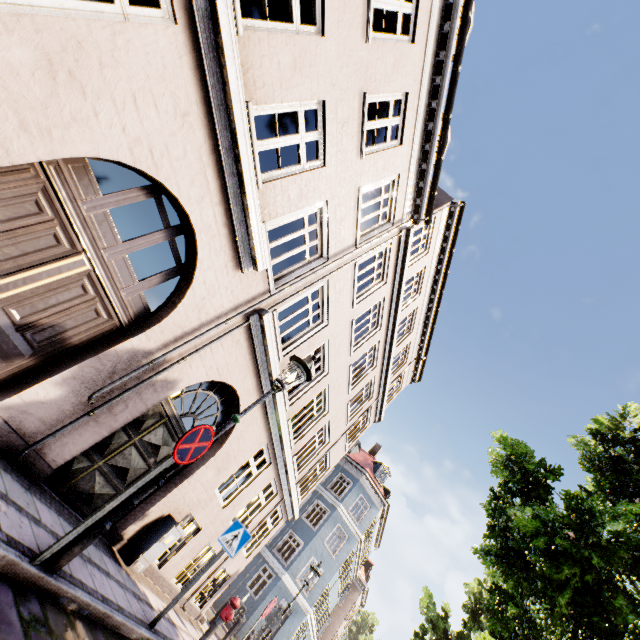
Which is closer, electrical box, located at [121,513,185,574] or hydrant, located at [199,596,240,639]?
electrical box, located at [121,513,185,574]

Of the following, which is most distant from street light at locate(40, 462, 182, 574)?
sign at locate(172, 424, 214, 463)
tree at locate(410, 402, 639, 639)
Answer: tree at locate(410, 402, 639, 639)

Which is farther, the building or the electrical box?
the electrical box

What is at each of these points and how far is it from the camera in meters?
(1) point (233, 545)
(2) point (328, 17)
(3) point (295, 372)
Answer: (1) sign, 6.1
(2) building, 5.3
(3) street light, 5.1

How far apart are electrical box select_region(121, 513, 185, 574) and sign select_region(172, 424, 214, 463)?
4.2 meters

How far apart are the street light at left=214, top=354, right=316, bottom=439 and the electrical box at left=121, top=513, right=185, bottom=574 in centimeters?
401cm

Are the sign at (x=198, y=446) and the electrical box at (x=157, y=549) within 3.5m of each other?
no

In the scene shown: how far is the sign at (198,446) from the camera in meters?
3.8 m
